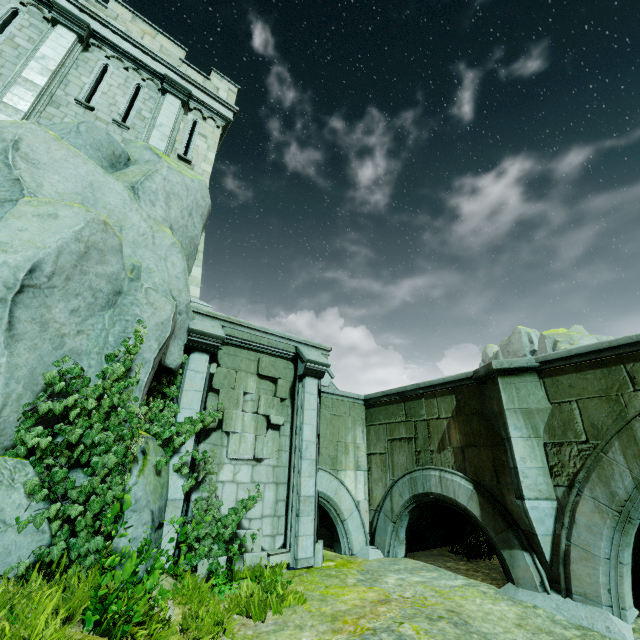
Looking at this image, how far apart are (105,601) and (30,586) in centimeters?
102cm

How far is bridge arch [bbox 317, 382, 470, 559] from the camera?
9.5 meters

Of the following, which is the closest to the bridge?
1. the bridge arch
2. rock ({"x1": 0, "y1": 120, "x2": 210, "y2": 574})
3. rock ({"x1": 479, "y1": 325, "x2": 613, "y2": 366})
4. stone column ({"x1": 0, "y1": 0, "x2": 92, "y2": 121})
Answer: the bridge arch

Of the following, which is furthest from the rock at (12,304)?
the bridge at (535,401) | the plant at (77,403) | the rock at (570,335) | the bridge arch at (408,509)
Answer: the rock at (570,335)

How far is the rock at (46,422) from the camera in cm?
450

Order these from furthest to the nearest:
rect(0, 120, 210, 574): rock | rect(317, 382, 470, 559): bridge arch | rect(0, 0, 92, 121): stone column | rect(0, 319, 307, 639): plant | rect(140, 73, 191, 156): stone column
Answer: rect(140, 73, 191, 156): stone column → rect(317, 382, 470, 559): bridge arch → rect(0, 0, 92, 121): stone column → rect(0, 120, 210, 574): rock → rect(0, 319, 307, 639): plant

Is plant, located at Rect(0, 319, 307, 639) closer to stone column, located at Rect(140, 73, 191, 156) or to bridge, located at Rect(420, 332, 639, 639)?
bridge, located at Rect(420, 332, 639, 639)

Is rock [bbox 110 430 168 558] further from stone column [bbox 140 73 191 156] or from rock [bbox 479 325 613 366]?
rock [bbox 479 325 613 366]
